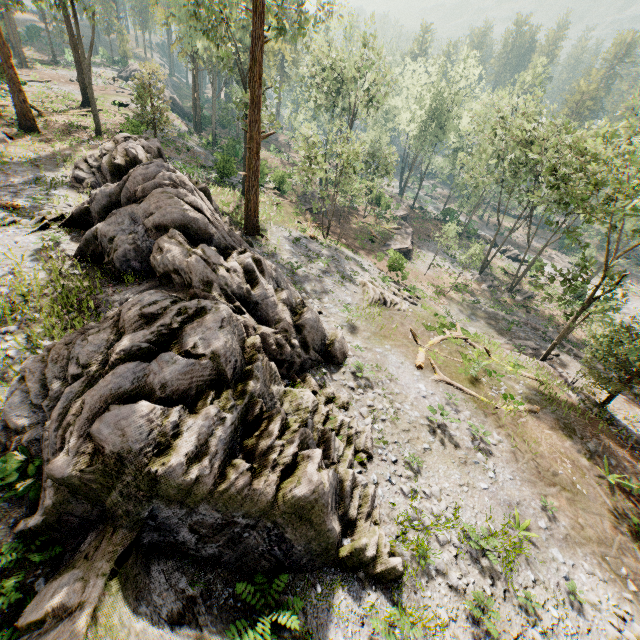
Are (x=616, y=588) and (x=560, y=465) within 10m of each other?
yes

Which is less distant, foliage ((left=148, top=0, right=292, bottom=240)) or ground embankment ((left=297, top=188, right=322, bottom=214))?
foliage ((left=148, top=0, right=292, bottom=240))

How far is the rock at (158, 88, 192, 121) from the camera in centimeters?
5478cm

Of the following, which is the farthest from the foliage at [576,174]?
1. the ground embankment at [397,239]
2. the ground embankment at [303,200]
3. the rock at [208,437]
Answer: the ground embankment at [303,200]

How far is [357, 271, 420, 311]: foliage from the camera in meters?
22.4 m

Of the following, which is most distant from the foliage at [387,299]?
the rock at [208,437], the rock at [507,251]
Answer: the rock at [208,437]

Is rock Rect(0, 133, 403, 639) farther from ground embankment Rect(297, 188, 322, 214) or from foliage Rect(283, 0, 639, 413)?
ground embankment Rect(297, 188, 322, 214)

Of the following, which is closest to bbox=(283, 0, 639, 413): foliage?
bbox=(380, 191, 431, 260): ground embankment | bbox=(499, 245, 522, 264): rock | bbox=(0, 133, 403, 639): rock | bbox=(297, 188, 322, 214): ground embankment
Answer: bbox=(499, 245, 522, 264): rock
